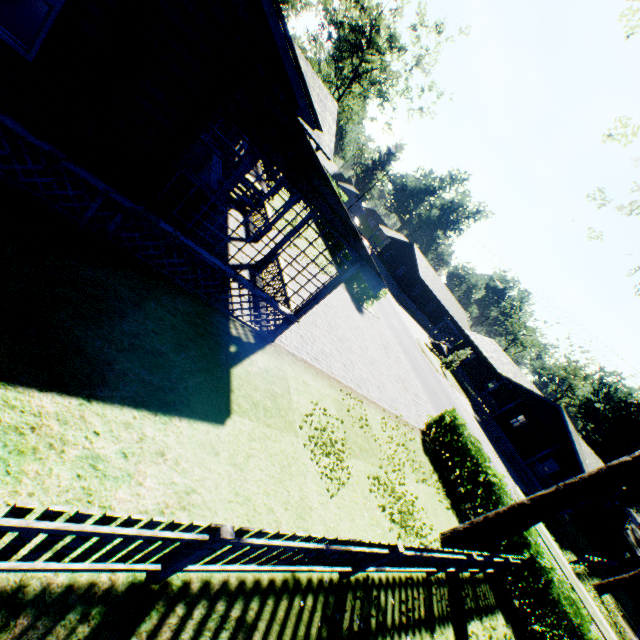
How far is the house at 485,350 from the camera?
29.55m

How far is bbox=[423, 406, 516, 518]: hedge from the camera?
12.1 meters

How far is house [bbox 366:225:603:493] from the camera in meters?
29.5

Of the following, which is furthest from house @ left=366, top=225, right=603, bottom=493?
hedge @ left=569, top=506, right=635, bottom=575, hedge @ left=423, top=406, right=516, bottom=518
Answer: hedge @ left=423, top=406, right=516, bottom=518

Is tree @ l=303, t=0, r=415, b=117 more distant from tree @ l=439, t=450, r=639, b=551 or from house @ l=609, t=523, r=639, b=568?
house @ l=609, t=523, r=639, b=568

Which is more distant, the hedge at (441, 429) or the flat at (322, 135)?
the hedge at (441, 429)

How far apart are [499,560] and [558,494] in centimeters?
267cm

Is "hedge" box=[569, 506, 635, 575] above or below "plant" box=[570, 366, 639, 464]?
below
